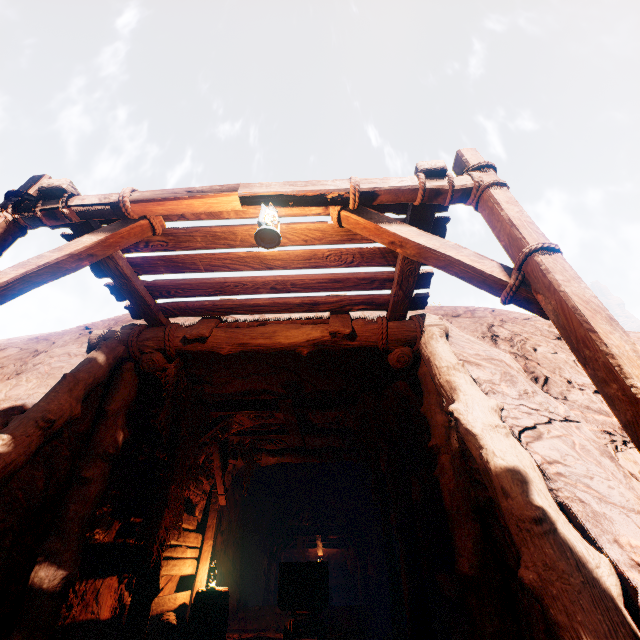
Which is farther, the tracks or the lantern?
the tracks

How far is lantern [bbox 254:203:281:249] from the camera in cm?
278

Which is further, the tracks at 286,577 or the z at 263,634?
the z at 263,634

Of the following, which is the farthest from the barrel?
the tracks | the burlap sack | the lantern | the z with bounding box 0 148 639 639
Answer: the lantern

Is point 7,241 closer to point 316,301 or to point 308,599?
point 316,301

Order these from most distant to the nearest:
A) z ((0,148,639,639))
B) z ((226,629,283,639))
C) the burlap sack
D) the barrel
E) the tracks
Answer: the burlap sack → z ((226,629,283,639)) → the tracks → the barrel → z ((0,148,639,639))

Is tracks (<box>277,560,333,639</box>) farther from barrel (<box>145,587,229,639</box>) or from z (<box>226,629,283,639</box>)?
barrel (<box>145,587,229,639</box>)

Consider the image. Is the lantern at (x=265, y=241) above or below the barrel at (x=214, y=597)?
above
